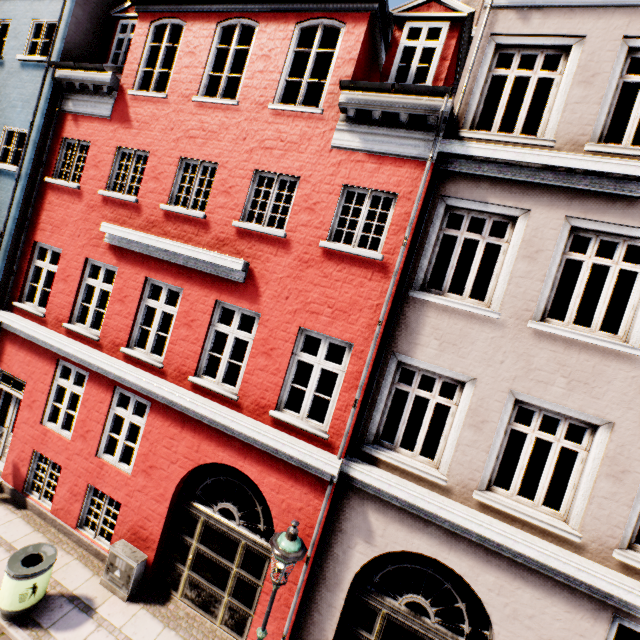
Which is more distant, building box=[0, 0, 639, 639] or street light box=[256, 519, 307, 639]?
building box=[0, 0, 639, 639]

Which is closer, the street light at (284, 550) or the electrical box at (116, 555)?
the street light at (284, 550)

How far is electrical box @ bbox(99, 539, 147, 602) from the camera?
6.60m

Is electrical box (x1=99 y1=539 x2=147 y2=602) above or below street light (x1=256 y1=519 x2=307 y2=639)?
below

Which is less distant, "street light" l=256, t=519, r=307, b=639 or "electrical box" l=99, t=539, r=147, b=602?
"street light" l=256, t=519, r=307, b=639

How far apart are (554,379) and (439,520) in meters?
3.0 m

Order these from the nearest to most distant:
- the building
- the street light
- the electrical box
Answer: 1. the street light
2. the building
3. the electrical box

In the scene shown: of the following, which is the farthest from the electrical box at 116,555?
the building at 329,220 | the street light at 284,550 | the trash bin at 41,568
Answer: the street light at 284,550
